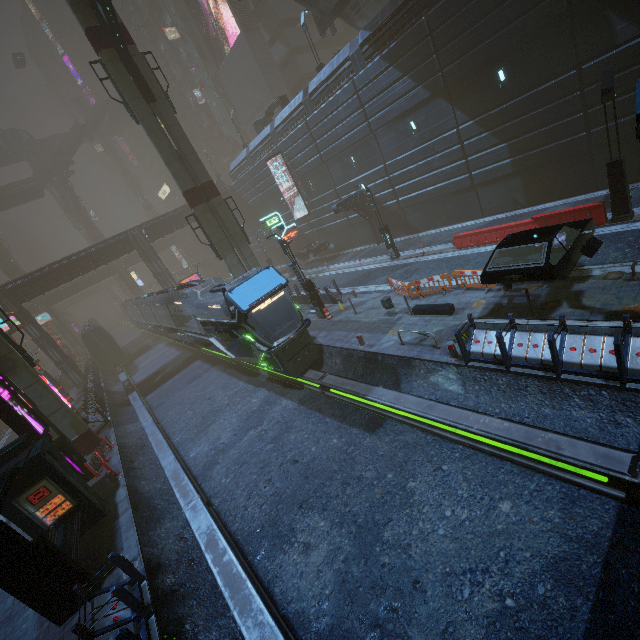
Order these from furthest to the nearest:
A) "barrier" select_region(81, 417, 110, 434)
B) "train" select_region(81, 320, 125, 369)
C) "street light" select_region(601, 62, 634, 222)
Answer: "train" select_region(81, 320, 125, 369)
"barrier" select_region(81, 417, 110, 434)
"street light" select_region(601, 62, 634, 222)

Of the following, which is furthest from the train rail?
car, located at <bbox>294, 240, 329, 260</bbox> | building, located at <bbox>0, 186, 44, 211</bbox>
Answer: building, located at <bbox>0, 186, 44, 211</bbox>

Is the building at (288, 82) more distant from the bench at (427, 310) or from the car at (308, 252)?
the bench at (427, 310)

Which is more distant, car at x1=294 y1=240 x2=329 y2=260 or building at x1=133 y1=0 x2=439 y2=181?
car at x1=294 y1=240 x2=329 y2=260

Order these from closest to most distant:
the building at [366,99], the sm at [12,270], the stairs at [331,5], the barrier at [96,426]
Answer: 1. the building at [366,99]
2. the barrier at [96,426]
3. the stairs at [331,5]
4. the sm at [12,270]

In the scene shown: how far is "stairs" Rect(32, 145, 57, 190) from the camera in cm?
5745

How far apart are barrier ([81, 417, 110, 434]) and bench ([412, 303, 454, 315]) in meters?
19.9

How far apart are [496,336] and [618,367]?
2.5m
